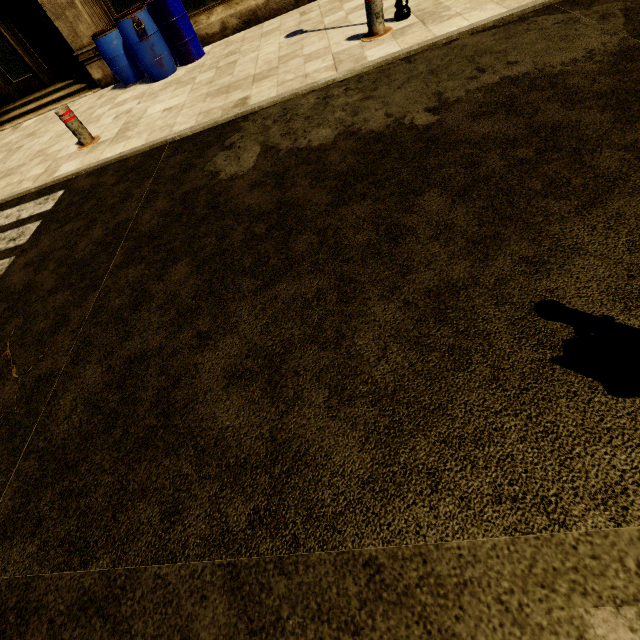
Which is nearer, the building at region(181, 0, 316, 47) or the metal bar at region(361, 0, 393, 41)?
the metal bar at region(361, 0, 393, 41)

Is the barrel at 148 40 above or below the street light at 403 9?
above

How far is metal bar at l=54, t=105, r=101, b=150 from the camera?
5.08m

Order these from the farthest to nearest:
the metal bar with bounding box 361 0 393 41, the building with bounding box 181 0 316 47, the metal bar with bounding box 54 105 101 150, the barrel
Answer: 1. the building with bounding box 181 0 316 47
2. the barrel
3. the metal bar with bounding box 54 105 101 150
4. the metal bar with bounding box 361 0 393 41

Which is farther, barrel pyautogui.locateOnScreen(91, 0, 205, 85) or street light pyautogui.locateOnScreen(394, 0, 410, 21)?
barrel pyautogui.locateOnScreen(91, 0, 205, 85)

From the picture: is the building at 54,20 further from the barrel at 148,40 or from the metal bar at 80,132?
the metal bar at 80,132

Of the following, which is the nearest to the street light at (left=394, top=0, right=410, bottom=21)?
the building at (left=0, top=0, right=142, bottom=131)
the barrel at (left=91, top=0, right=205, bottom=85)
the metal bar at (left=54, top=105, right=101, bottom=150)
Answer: the building at (left=0, top=0, right=142, bottom=131)

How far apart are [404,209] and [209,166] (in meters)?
2.55
